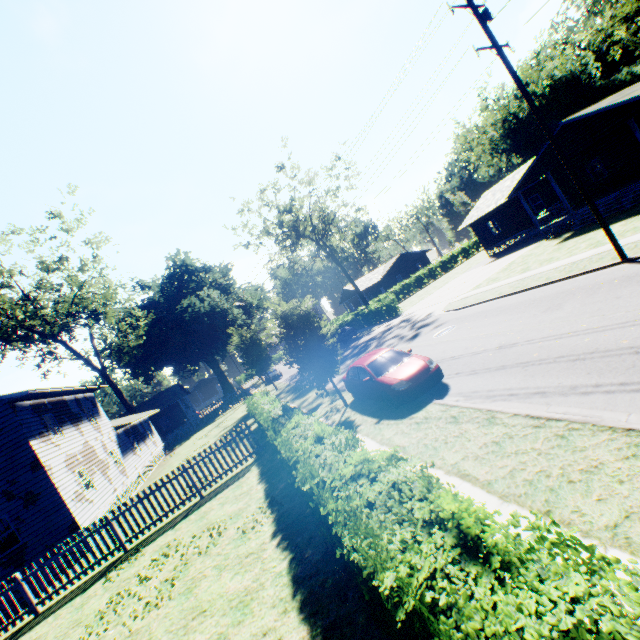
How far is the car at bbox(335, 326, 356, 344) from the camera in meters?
35.7

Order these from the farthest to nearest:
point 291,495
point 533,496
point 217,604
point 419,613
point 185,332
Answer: point 185,332 → point 291,495 → point 217,604 → point 533,496 → point 419,613

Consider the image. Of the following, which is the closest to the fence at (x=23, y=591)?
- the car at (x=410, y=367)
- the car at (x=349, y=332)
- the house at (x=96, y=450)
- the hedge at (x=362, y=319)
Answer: the house at (x=96, y=450)

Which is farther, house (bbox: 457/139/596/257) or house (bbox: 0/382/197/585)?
house (bbox: 457/139/596/257)

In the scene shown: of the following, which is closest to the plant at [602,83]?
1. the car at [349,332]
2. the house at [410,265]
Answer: the car at [349,332]

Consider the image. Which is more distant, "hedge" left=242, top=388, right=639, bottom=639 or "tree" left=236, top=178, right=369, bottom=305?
"tree" left=236, top=178, right=369, bottom=305

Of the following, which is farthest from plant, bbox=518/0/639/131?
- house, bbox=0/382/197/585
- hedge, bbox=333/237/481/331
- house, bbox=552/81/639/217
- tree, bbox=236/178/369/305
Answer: house, bbox=552/81/639/217

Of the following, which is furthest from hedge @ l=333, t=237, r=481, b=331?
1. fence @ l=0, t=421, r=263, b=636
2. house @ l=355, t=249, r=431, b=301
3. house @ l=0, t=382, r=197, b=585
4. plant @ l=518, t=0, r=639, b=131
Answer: house @ l=0, t=382, r=197, b=585
